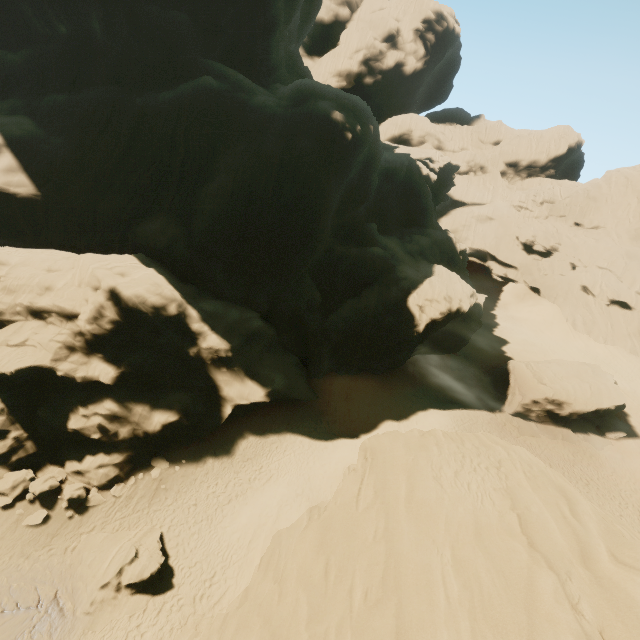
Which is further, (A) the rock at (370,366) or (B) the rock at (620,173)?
(B) the rock at (620,173)

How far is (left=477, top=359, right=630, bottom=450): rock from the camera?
30.47m

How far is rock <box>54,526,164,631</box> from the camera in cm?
1533

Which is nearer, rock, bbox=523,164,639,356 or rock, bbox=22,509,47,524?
rock, bbox=22,509,47,524

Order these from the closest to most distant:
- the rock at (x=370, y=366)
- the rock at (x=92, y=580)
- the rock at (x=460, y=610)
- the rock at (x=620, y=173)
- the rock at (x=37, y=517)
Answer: the rock at (x=460, y=610), the rock at (x=92, y=580), the rock at (x=37, y=517), the rock at (x=370, y=366), the rock at (x=620, y=173)

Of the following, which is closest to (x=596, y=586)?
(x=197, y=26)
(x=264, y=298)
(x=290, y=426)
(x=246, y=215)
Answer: (x=290, y=426)

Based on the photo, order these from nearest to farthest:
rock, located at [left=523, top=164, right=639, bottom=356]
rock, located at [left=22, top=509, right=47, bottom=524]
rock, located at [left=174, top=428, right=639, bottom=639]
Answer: rock, located at [left=174, top=428, right=639, bottom=639], rock, located at [left=22, top=509, right=47, bottom=524], rock, located at [left=523, top=164, right=639, bottom=356]

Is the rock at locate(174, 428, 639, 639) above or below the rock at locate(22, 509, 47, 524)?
above
